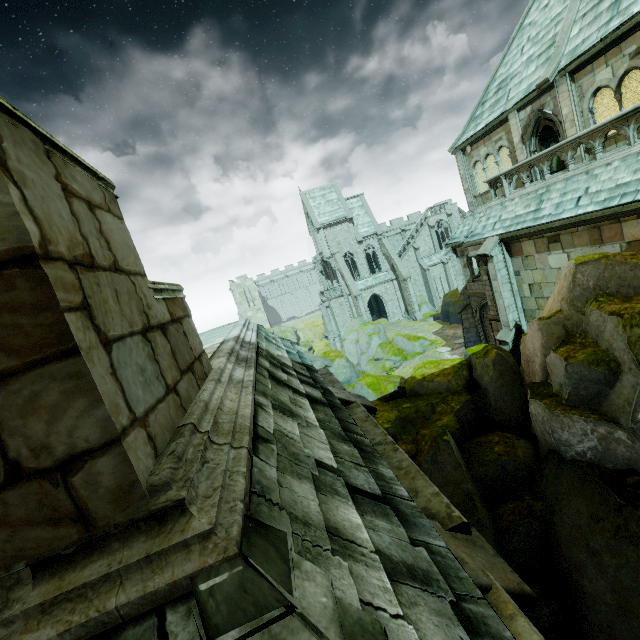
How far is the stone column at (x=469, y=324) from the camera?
21.97m

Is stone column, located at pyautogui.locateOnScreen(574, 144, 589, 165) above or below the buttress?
above

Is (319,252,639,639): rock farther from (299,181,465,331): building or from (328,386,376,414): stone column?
(299,181,465,331): building

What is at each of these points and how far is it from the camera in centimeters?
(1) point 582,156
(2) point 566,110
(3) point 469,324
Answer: (1) stone column, 1326cm
(2) stone column, 1327cm
(3) stone column, 2266cm

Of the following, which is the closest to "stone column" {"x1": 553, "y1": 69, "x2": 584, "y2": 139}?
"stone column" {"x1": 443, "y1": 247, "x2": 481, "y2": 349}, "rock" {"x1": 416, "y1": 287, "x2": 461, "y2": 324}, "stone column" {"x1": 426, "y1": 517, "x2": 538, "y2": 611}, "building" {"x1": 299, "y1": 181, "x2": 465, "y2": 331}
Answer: "stone column" {"x1": 443, "y1": 247, "x2": 481, "y2": 349}

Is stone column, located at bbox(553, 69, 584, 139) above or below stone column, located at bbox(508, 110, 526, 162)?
below

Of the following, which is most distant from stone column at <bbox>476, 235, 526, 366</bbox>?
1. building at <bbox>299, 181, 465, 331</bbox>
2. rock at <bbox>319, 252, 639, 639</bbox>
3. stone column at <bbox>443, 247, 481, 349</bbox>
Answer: building at <bbox>299, 181, 465, 331</bbox>

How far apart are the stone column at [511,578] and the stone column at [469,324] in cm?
2112
